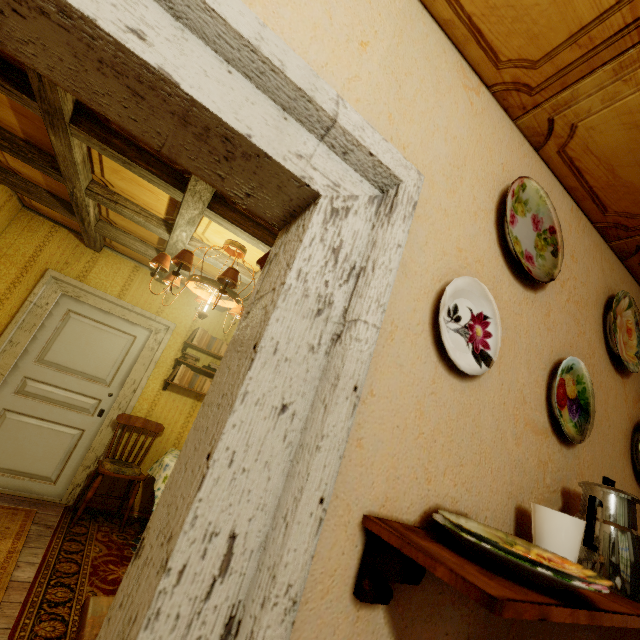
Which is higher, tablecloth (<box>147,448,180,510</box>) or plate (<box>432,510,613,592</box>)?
plate (<box>432,510,613,592</box>)

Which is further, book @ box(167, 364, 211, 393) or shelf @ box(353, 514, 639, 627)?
book @ box(167, 364, 211, 393)

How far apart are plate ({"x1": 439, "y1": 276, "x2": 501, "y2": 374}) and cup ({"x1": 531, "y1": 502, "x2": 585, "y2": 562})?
0.4m

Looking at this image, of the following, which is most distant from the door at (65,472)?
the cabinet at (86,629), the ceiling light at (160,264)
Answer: the cabinet at (86,629)

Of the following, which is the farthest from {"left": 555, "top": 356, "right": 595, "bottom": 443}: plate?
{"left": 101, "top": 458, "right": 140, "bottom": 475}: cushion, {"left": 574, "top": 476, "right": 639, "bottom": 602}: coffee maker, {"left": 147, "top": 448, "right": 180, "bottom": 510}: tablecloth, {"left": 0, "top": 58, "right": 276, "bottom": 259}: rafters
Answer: {"left": 101, "top": 458, "right": 140, "bottom": 475}: cushion

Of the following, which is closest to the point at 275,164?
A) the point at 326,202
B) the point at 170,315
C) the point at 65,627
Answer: the point at 326,202

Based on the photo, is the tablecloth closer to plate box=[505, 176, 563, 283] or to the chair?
the chair

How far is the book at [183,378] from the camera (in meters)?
4.18
